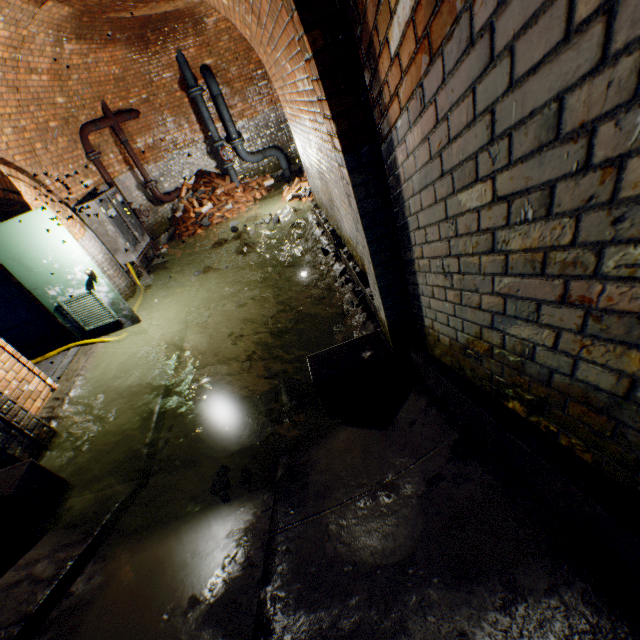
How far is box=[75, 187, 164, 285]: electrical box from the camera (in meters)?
6.25

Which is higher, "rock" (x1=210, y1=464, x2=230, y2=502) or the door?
the door

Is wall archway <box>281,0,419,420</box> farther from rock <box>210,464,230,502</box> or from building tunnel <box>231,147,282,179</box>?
rock <box>210,464,230,502</box>

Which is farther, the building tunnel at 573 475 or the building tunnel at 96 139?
the building tunnel at 96 139

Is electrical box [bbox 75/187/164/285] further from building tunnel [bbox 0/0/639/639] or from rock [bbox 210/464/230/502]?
rock [bbox 210/464/230/502]

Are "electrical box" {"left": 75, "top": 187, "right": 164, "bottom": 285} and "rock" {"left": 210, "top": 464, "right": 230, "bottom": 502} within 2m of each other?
no

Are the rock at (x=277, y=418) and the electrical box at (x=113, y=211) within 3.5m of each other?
no

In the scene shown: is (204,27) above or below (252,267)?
above
